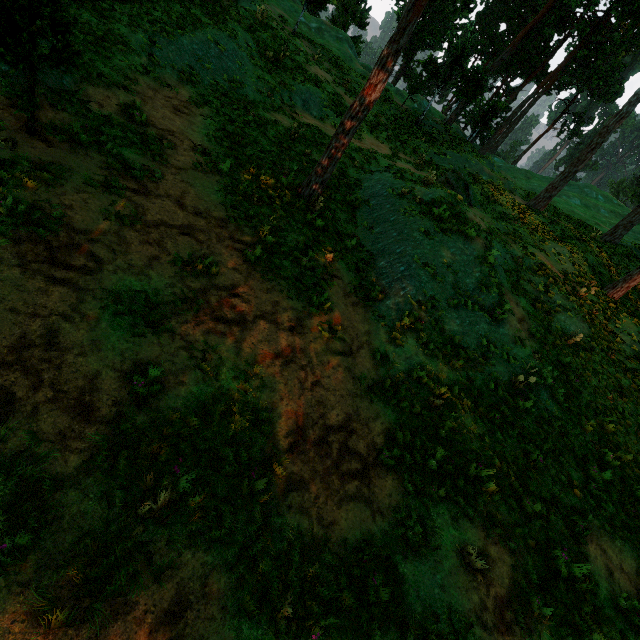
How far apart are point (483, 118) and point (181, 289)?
38.5m

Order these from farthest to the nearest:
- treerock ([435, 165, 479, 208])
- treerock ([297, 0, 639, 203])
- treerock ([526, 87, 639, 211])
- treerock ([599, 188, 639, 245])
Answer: treerock ([599, 188, 639, 245]), treerock ([526, 87, 639, 211]), treerock ([435, 165, 479, 208]), treerock ([297, 0, 639, 203])

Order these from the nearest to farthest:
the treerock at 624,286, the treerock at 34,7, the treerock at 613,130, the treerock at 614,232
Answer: the treerock at 34,7 < the treerock at 624,286 < the treerock at 613,130 < the treerock at 614,232

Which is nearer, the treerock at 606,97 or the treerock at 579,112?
the treerock at 606,97

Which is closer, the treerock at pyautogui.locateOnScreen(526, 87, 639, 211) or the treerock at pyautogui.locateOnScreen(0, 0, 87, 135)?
the treerock at pyautogui.locateOnScreen(0, 0, 87, 135)

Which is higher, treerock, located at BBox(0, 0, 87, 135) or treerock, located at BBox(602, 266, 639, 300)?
treerock, located at BBox(602, 266, 639, 300)

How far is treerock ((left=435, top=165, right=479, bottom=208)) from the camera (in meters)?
19.30
